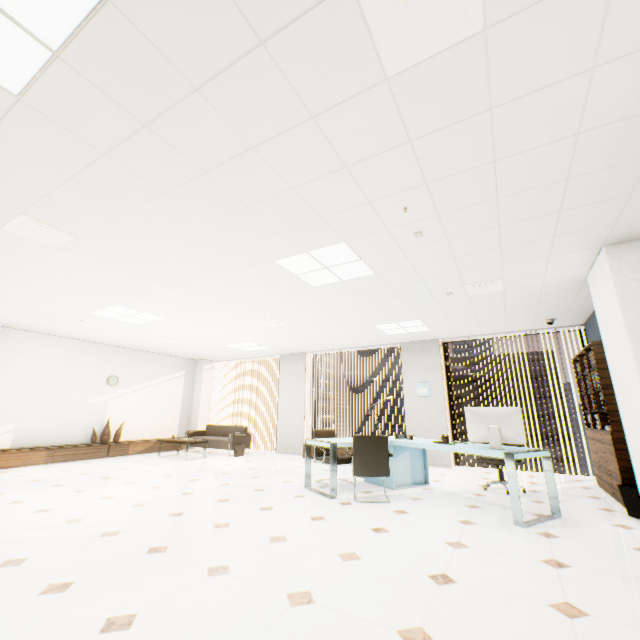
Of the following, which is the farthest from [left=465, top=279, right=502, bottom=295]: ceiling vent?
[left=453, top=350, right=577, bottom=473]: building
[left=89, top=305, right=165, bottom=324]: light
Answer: [left=453, top=350, right=577, bottom=473]: building

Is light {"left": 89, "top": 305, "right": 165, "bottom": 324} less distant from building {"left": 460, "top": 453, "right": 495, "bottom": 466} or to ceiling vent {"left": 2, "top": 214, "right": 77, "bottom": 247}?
ceiling vent {"left": 2, "top": 214, "right": 77, "bottom": 247}

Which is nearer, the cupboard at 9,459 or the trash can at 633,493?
the trash can at 633,493

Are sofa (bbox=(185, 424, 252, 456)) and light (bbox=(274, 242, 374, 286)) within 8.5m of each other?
yes

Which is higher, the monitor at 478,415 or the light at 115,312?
the light at 115,312

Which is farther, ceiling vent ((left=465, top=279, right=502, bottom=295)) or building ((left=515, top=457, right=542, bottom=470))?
building ((left=515, top=457, right=542, bottom=470))

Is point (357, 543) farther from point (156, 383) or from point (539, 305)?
point (156, 383)

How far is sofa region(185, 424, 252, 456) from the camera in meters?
9.0 m
